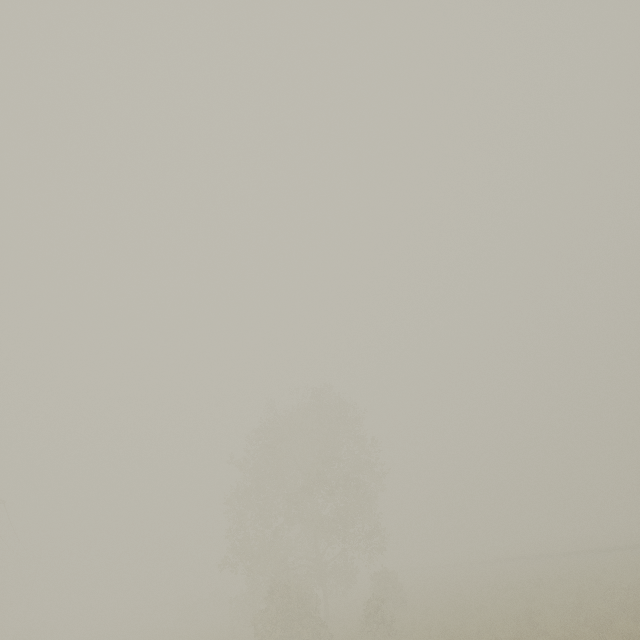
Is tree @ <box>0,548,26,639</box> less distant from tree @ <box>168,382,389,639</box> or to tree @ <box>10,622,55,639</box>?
tree @ <box>10,622,55,639</box>

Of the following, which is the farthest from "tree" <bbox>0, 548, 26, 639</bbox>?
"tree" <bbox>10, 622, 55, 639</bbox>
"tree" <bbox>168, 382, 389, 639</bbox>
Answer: "tree" <bbox>168, 382, 389, 639</bbox>

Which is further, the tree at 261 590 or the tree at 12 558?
the tree at 12 558

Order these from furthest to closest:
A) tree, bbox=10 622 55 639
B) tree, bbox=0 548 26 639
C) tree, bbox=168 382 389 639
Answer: tree, bbox=0 548 26 639 → tree, bbox=10 622 55 639 → tree, bbox=168 382 389 639

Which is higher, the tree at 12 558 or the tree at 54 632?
the tree at 12 558

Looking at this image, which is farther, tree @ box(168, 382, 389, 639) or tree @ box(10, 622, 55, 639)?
tree @ box(10, 622, 55, 639)

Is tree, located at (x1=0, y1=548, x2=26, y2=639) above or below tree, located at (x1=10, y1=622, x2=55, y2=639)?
above

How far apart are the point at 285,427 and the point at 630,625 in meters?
24.7
